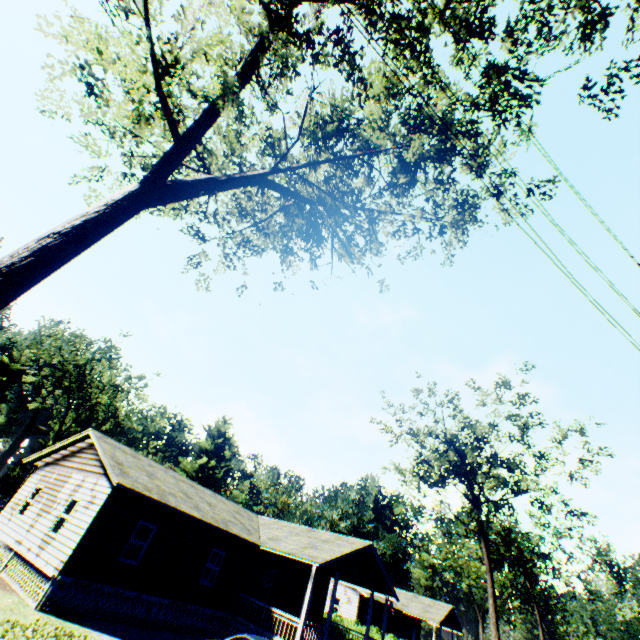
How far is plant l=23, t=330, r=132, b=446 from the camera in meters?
44.5 m

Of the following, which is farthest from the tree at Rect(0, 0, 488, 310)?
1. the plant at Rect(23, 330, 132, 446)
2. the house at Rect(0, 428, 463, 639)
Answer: the plant at Rect(23, 330, 132, 446)

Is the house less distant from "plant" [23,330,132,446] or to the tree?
the tree

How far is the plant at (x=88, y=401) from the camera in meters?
44.5 m

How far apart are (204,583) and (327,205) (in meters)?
20.35

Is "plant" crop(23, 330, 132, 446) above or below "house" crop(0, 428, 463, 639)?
above

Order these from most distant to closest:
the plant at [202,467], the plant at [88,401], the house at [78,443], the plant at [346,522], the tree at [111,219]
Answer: the plant at [202,467] < the plant at [346,522] < the plant at [88,401] < the house at [78,443] < the tree at [111,219]
